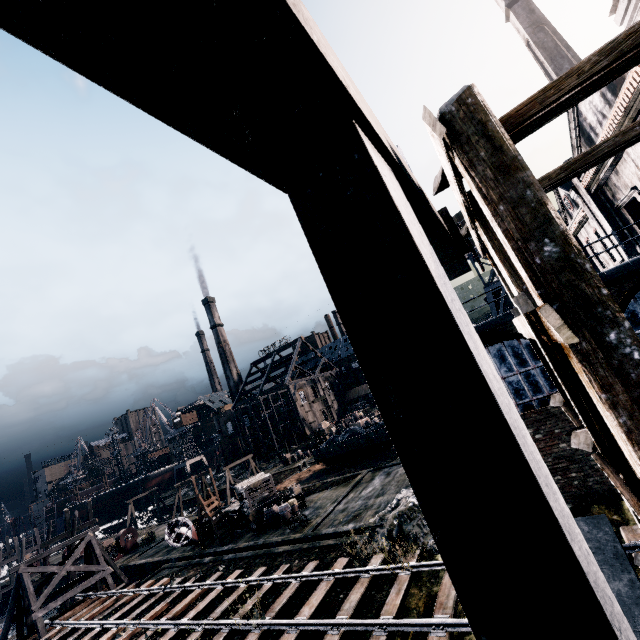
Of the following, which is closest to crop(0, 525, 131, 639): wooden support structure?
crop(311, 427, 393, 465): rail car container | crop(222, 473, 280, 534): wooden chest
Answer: crop(222, 473, 280, 534): wooden chest

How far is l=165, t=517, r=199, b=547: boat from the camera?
28.1 meters

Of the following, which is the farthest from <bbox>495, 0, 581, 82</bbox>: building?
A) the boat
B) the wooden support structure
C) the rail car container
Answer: the wooden support structure

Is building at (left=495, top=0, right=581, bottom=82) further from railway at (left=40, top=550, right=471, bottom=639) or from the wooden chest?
the wooden chest

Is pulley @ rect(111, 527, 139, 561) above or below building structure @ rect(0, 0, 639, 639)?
below

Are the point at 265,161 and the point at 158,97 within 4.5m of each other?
yes

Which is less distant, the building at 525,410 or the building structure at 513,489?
the building structure at 513,489

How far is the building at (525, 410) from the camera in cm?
1269
